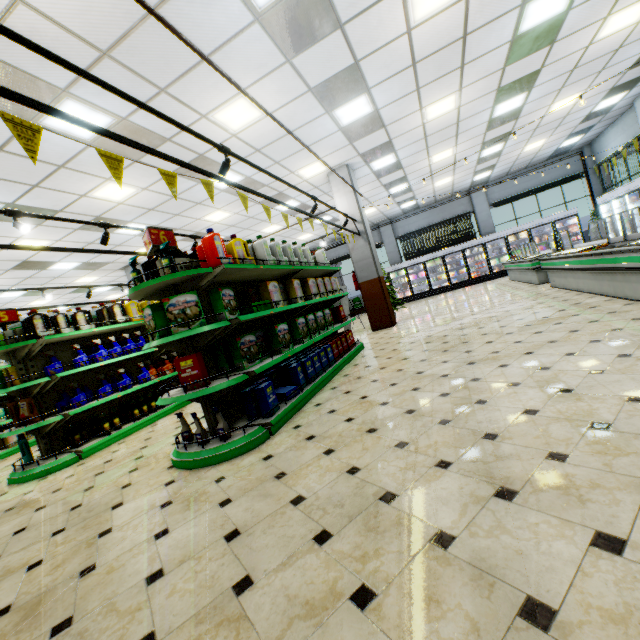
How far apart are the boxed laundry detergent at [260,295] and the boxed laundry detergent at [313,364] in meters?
0.8 m

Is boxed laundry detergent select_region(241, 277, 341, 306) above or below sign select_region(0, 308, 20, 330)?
below

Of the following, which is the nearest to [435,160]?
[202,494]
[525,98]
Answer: [525,98]

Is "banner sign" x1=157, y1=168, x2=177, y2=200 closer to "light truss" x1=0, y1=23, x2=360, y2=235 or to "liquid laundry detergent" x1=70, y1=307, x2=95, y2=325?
"light truss" x1=0, y1=23, x2=360, y2=235

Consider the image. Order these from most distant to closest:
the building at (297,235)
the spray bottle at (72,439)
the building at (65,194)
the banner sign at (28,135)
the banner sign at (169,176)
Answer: the building at (297,235)
the building at (65,194)
the spray bottle at (72,439)
the banner sign at (169,176)
the banner sign at (28,135)

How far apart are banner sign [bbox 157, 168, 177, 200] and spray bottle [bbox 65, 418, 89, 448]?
4.34m

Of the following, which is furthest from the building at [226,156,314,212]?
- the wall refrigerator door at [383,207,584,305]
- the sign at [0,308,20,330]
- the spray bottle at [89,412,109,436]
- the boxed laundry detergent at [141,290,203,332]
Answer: the sign at [0,308,20,330]

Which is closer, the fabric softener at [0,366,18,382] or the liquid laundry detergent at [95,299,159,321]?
the fabric softener at [0,366,18,382]
